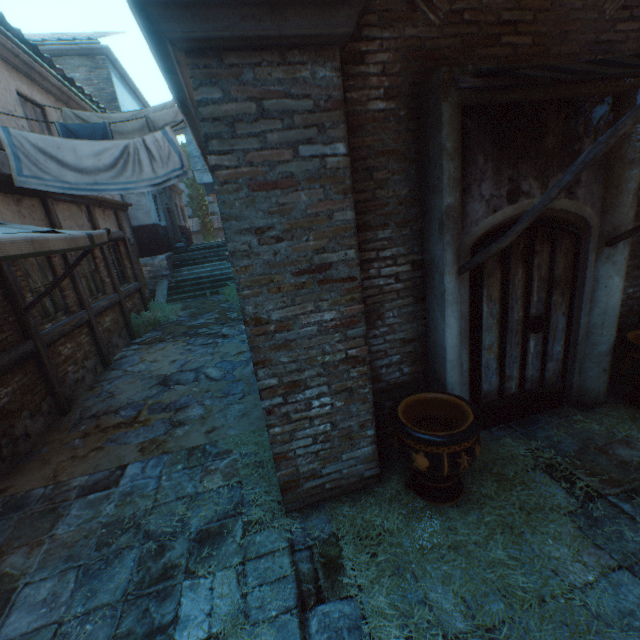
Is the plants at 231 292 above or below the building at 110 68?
below

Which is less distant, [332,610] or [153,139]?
[332,610]

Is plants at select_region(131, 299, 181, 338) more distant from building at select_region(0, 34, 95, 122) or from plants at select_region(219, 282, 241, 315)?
plants at select_region(219, 282, 241, 315)

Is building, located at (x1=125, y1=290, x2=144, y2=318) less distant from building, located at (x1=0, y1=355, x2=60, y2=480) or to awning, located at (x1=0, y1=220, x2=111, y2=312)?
awning, located at (x1=0, y1=220, x2=111, y2=312)

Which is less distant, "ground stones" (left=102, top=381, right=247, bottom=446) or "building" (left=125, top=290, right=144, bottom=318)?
"ground stones" (left=102, top=381, right=247, bottom=446)

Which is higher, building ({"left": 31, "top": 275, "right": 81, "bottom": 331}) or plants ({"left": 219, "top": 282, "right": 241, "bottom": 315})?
building ({"left": 31, "top": 275, "right": 81, "bottom": 331})

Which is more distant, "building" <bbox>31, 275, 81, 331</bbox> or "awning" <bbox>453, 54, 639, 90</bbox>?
"building" <bbox>31, 275, 81, 331</bbox>

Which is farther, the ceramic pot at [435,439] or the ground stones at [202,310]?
the ground stones at [202,310]
